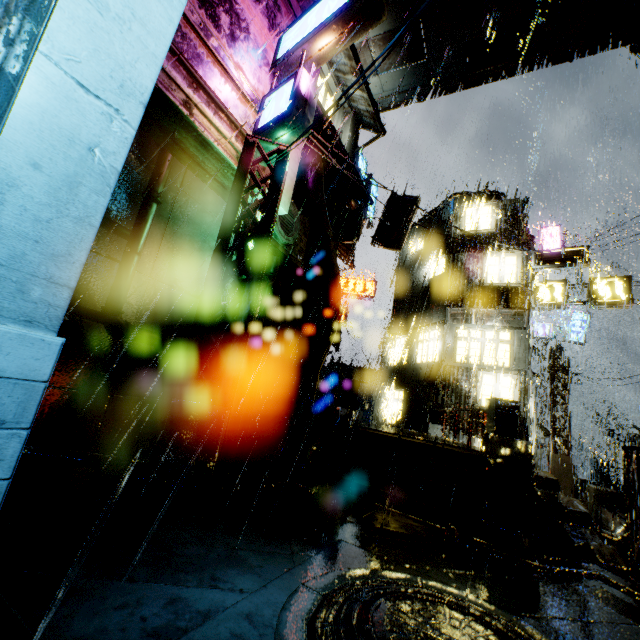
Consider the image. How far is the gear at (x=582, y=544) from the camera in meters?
6.1 m

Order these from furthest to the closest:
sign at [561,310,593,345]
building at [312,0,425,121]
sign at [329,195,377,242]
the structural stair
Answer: sign at [561,310,593,345] → sign at [329,195,377,242] → building at [312,0,425,121] → the structural stair

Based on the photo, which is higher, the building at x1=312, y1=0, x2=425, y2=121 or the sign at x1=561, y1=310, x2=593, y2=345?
the building at x1=312, y1=0, x2=425, y2=121

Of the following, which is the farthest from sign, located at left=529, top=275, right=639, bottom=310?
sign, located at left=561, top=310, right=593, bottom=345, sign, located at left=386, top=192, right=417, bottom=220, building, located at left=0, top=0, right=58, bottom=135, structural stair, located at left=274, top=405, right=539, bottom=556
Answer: sign, located at left=561, top=310, right=593, bottom=345

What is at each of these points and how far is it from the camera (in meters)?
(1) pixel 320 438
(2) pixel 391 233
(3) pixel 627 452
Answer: (1) structural stair, 8.93
(2) sign, 16.94
(3) support beam, 8.26

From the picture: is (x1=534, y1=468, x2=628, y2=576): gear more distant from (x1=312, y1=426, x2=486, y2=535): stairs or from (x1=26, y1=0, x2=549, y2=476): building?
(x1=312, y1=426, x2=486, y2=535): stairs

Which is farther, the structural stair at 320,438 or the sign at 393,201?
the sign at 393,201

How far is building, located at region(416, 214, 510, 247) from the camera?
16.81m
